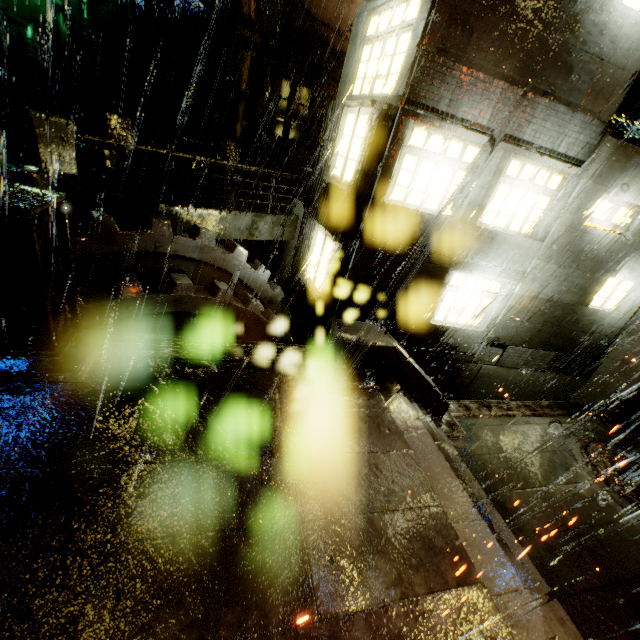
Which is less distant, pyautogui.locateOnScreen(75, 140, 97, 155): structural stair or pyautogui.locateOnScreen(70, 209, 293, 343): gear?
pyautogui.locateOnScreen(70, 209, 293, 343): gear

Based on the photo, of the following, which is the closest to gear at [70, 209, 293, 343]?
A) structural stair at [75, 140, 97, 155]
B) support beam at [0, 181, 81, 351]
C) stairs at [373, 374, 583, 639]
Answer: support beam at [0, 181, 81, 351]

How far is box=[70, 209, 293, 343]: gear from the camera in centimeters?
684cm

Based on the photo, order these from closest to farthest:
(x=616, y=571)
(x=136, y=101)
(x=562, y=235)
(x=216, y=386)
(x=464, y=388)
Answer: (x=216, y=386) < (x=616, y=571) < (x=562, y=235) < (x=464, y=388) < (x=136, y=101)

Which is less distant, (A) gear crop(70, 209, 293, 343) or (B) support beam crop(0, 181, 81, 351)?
(B) support beam crop(0, 181, 81, 351)

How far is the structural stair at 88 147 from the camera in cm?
989

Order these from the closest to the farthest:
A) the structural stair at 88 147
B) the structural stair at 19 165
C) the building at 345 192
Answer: the structural stair at 19 165 < the building at 345 192 < the structural stair at 88 147

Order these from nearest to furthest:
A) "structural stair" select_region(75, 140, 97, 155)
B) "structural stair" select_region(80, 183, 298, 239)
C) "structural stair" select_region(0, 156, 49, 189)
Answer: "structural stair" select_region(0, 156, 49, 189), "structural stair" select_region(80, 183, 298, 239), "structural stair" select_region(75, 140, 97, 155)
